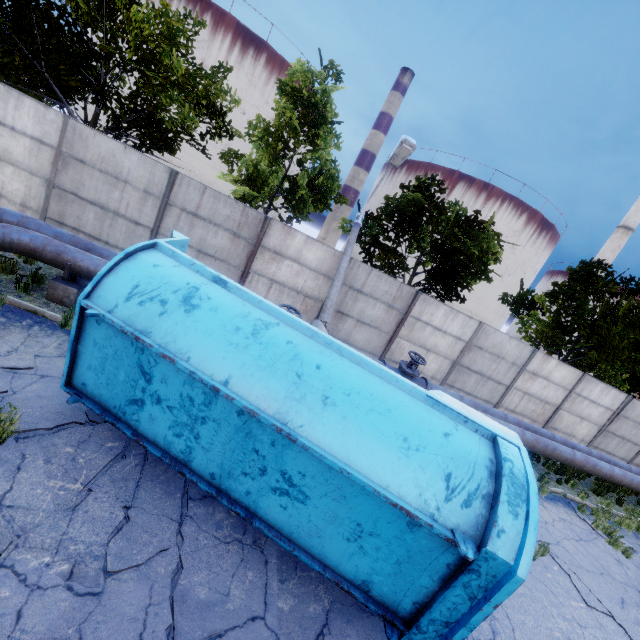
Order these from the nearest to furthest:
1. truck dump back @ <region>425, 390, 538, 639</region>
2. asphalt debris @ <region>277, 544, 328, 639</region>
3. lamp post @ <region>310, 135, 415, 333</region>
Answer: truck dump back @ <region>425, 390, 538, 639</region>
asphalt debris @ <region>277, 544, 328, 639</region>
lamp post @ <region>310, 135, 415, 333</region>

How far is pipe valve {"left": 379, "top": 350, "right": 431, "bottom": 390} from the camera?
10.0m

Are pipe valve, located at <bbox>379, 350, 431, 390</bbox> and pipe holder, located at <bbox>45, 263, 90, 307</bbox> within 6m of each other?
no

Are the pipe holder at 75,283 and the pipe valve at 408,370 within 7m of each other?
no

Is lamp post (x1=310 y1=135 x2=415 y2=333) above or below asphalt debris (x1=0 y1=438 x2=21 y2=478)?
above

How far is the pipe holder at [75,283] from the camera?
7.04m

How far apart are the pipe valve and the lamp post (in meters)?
1.97

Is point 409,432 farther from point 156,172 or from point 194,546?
point 156,172
